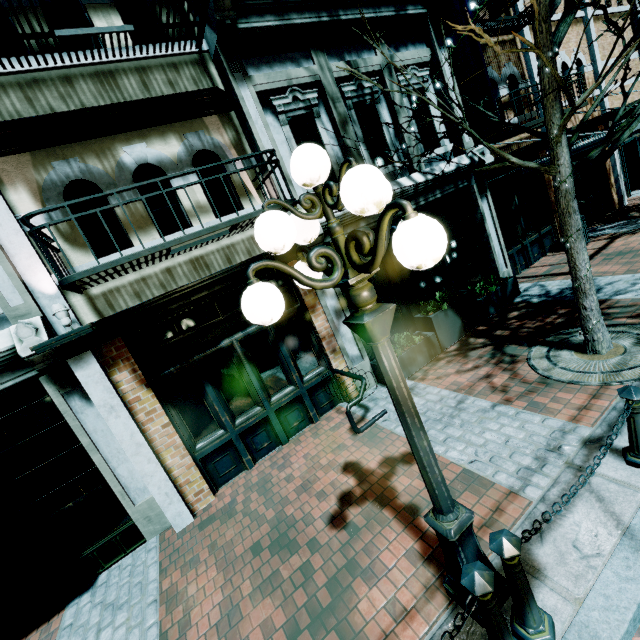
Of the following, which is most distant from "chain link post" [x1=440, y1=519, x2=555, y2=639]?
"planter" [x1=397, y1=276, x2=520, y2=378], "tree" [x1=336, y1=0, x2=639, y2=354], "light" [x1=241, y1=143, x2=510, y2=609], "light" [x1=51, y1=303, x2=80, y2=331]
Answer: "light" [x1=51, y1=303, x2=80, y2=331]

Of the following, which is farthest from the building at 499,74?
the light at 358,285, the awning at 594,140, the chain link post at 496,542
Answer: the chain link post at 496,542

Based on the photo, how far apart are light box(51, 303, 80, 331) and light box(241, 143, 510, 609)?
3.7m

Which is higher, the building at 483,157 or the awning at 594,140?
the building at 483,157

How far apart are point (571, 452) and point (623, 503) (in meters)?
0.69

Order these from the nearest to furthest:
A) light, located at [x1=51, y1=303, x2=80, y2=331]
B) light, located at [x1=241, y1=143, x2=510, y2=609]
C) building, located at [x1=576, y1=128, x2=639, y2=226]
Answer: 1. light, located at [x1=241, y1=143, x2=510, y2=609]
2. light, located at [x1=51, y1=303, x2=80, y2=331]
3. building, located at [x1=576, y1=128, x2=639, y2=226]

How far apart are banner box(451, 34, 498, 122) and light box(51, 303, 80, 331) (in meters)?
9.09
